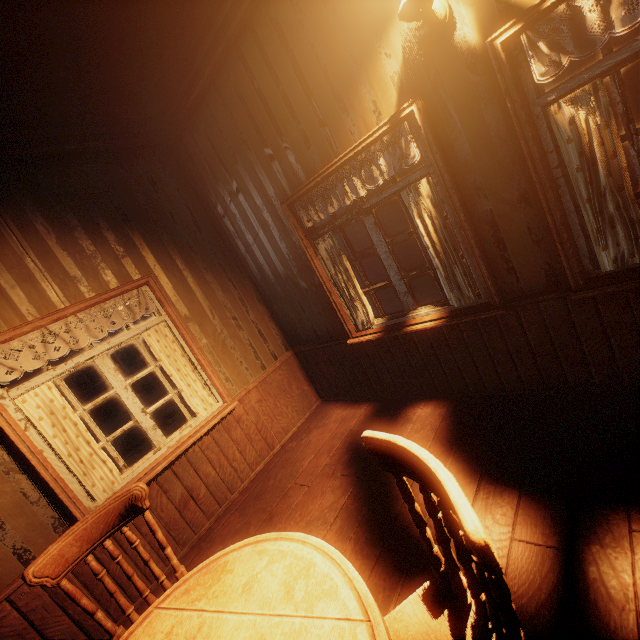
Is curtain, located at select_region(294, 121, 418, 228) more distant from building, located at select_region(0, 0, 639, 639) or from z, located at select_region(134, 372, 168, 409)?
z, located at select_region(134, 372, 168, 409)

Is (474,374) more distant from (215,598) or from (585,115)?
(215,598)

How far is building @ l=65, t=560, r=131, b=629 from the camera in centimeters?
247cm

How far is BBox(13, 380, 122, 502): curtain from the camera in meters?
2.5

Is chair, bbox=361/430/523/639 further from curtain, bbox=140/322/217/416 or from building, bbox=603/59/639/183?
curtain, bbox=140/322/217/416

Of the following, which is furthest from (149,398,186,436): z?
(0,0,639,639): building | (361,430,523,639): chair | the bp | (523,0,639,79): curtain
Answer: the bp

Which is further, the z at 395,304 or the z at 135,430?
the z at 395,304

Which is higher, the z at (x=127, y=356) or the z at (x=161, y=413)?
the z at (x=127, y=356)
